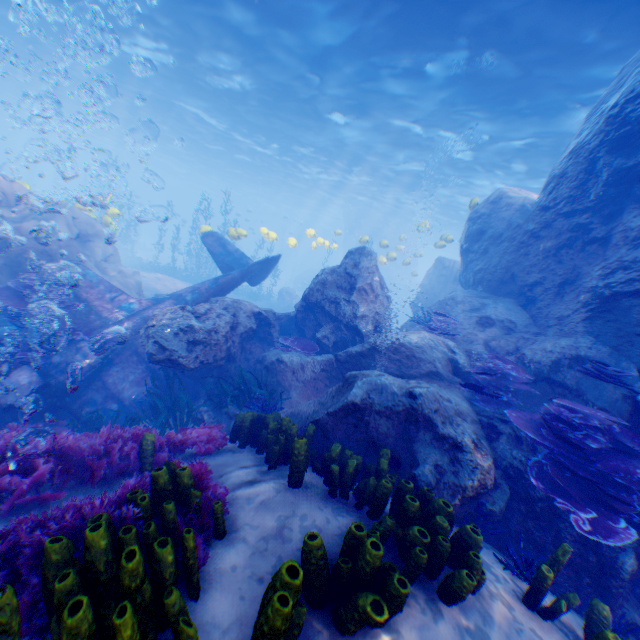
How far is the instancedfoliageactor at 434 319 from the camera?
8.9m

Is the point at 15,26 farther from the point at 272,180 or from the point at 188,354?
the point at 188,354

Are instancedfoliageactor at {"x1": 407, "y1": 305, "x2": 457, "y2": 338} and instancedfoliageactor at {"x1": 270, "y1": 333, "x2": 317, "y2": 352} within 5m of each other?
yes

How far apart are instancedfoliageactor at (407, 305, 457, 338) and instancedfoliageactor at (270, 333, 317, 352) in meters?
3.0

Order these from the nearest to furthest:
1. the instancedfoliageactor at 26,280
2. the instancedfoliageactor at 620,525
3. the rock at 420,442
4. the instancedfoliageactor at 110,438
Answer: the instancedfoliageactor at 110,438 → the instancedfoliageactor at 620,525 → the rock at 420,442 → the instancedfoliageactor at 26,280

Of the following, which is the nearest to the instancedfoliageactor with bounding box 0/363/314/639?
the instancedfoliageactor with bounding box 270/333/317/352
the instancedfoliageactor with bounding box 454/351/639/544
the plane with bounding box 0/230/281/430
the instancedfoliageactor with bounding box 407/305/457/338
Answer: the plane with bounding box 0/230/281/430

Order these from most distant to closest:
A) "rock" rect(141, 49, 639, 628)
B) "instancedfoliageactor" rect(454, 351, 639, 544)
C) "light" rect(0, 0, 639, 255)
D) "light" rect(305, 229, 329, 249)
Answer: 1. "light" rect(305, 229, 329, 249)
2. "light" rect(0, 0, 639, 255)
3. "rock" rect(141, 49, 639, 628)
4. "instancedfoliageactor" rect(454, 351, 639, 544)

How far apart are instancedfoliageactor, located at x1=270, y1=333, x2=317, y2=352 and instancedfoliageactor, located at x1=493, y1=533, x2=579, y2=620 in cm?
638
